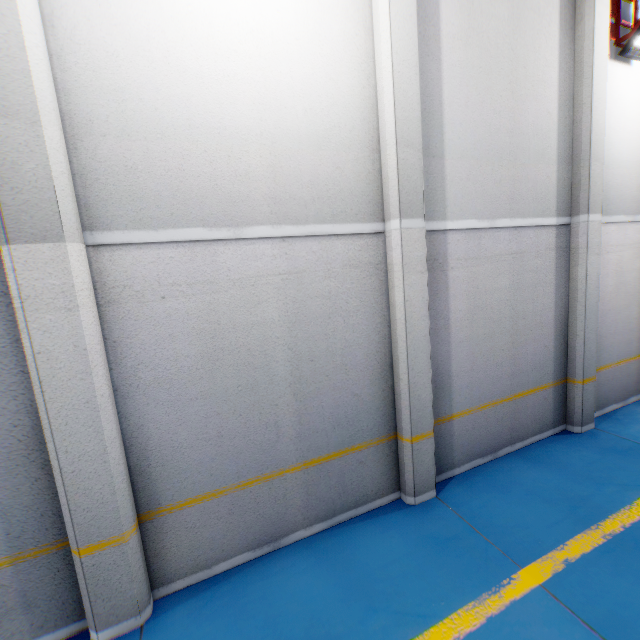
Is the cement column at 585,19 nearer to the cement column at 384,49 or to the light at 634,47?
the light at 634,47

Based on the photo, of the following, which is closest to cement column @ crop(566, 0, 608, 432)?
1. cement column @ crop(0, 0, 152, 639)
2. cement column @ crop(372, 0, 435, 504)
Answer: cement column @ crop(372, 0, 435, 504)

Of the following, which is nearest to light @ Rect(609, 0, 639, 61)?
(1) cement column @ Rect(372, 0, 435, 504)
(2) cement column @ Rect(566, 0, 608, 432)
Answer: (2) cement column @ Rect(566, 0, 608, 432)

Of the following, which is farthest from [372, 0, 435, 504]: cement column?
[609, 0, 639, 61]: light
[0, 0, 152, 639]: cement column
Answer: [609, 0, 639, 61]: light

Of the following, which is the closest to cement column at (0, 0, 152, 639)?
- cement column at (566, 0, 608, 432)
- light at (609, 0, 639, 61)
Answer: cement column at (566, 0, 608, 432)

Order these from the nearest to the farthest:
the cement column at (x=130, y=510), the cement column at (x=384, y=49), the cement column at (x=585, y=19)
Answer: the cement column at (x=130, y=510), the cement column at (x=384, y=49), the cement column at (x=585, y=19)

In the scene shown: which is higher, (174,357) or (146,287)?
(146,287)

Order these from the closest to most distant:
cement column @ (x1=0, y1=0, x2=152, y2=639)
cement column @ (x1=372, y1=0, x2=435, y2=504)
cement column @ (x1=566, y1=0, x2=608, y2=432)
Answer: cement column @ (x1=0, y1=0, x2=152, y2=639)
cement column @ (x1=372, y1=0, x2=435, y2=504)
cement column @ (x1=566, y1=0, x2=608, y2=432)
